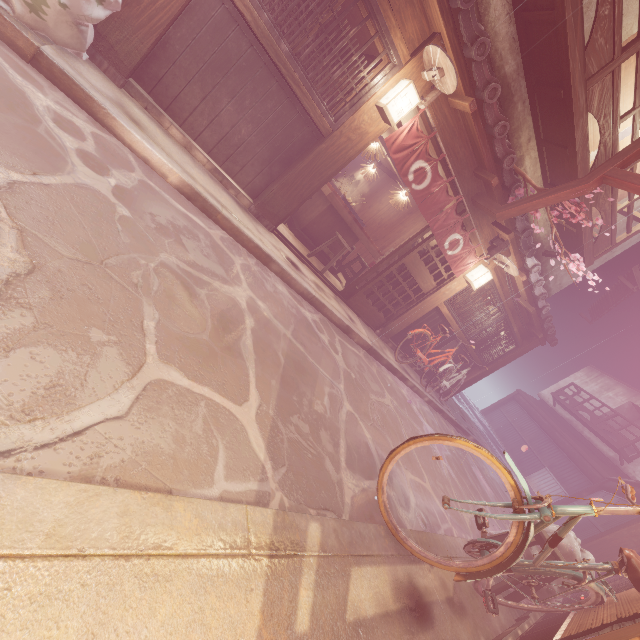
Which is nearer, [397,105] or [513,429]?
[397,105]

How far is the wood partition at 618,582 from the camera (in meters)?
5.93

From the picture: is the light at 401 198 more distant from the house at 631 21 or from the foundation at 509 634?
the foundation at 509 634

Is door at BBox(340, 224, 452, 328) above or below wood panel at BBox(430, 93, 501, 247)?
below

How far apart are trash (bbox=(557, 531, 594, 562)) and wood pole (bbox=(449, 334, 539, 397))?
10.1 meters

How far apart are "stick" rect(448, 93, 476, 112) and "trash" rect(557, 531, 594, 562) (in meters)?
9.47

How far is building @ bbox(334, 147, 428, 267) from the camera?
15.65m

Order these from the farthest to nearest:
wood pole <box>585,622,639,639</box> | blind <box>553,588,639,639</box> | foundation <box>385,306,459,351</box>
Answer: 1. foundation <box>385,306,459,351</box>
2. blind <box>553,588,639,639</box>
3. wood pole <box>585,622,639,639</box>
